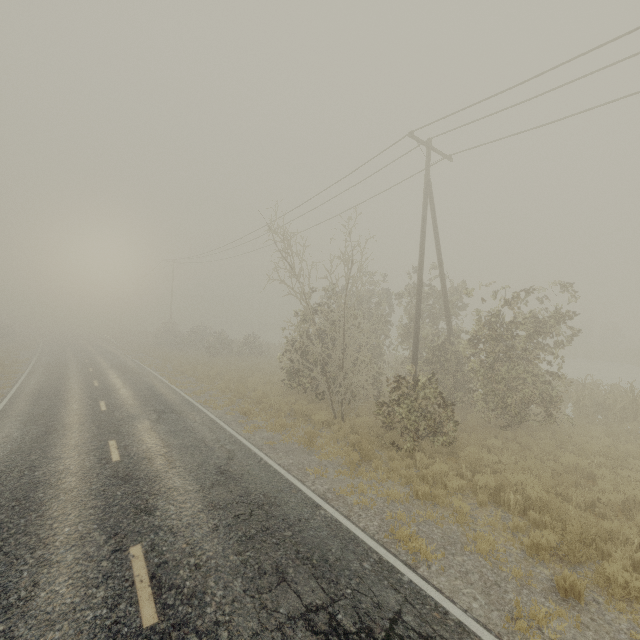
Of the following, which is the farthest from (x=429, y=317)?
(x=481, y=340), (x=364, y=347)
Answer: (x=481, y=340)
